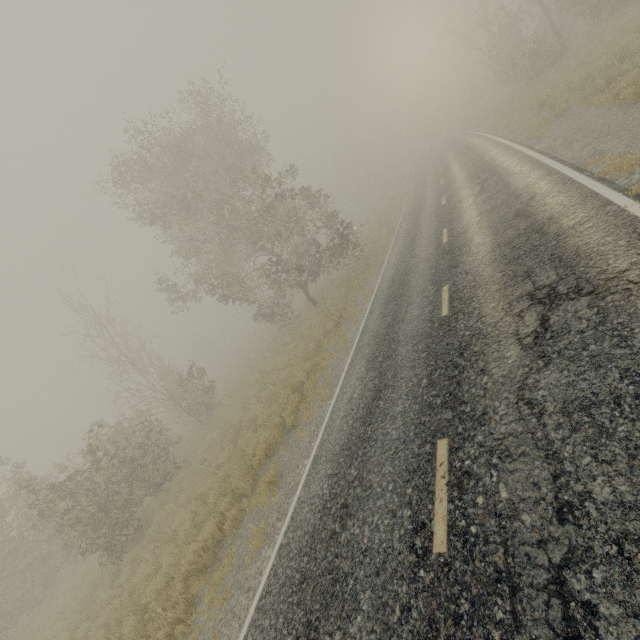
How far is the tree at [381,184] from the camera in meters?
55.6

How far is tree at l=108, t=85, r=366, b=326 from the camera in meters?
15.7 m

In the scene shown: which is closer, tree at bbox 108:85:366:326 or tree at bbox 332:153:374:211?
tree at bbox 108:85:366:326

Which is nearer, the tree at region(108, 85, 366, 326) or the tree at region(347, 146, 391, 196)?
the tree at region(108, 85, 366, 326)

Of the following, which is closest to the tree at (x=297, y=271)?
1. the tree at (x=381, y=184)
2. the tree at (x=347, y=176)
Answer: the tree at (x=347, y=176)

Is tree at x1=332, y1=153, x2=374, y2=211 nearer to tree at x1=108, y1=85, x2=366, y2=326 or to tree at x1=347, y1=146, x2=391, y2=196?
tree at x1=347, y1=146, x2=391, y2=196

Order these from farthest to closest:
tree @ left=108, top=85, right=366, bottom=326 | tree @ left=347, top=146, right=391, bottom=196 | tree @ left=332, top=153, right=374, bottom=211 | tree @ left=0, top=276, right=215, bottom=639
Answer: tree @ left=347, top=146, right=391, bottom=196 < tree @ left=332, top=153, right=374, bottom=211 < tree @ left=108, top=85, right=366, bottom=326 < tree @ left=0, top=276, right=215, bottom=639

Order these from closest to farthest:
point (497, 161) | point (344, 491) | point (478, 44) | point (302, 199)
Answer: point (344, 491) → point (497, 161) → point (302, 199) → point (478, 44)
